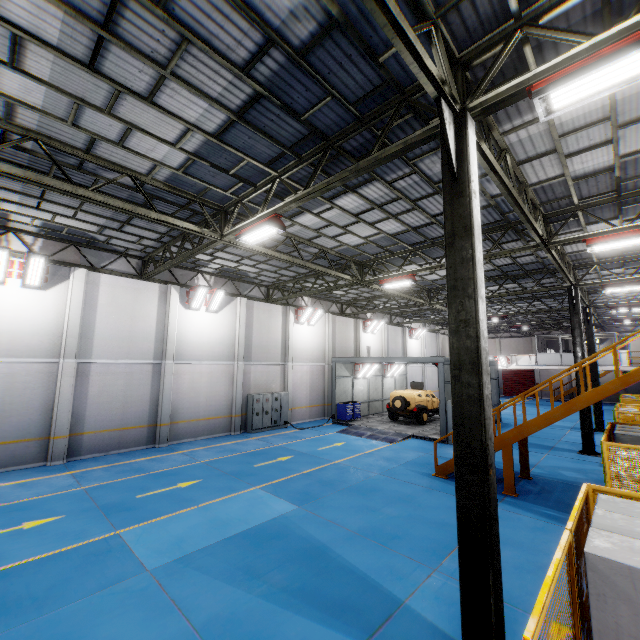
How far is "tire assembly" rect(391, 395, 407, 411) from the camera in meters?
20.8

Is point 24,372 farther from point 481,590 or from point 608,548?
point 608,548

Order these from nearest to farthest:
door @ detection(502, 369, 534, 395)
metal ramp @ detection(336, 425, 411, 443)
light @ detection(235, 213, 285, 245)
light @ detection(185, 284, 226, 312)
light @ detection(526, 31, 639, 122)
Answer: light @ detection(526, 31, 639, 122) < light @ detection(235, 213, 285, 245) < light @ detection(185, 284, 226, 312) < metal ramp @ detection(336, 425, 411, 443) < door @ detection(502, 369, 534, 395)

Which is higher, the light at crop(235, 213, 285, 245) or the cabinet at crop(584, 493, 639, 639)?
the light at crop(235, 213, 285, 245)

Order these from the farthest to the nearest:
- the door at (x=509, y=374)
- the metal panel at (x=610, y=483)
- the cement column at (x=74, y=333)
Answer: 1. the door at (x=509, y=374)
2. the cement column at (x=74, y=333)
3. the metal panel at (x=610, y=483)

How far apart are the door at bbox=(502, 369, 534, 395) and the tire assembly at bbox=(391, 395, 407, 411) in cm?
3076

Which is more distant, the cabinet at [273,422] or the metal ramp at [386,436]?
the cabinet at [273,422]

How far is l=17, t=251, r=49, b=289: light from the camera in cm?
1201
